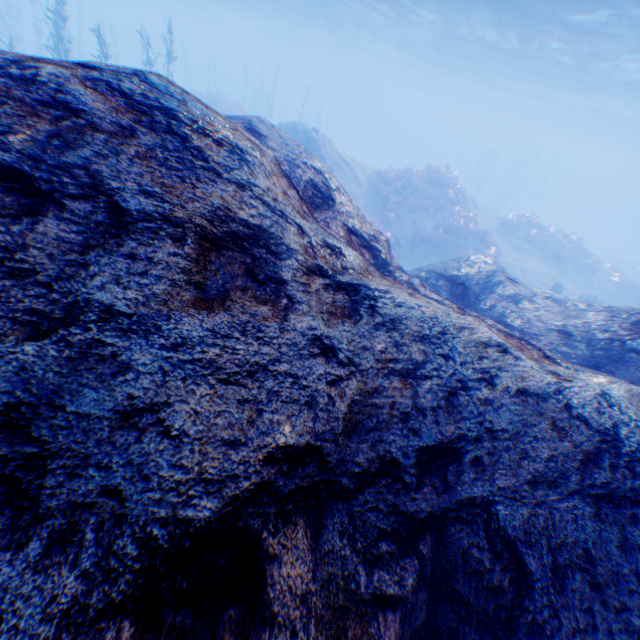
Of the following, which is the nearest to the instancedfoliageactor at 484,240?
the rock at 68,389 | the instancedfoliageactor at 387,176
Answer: the instancedfoliageactor at 387,176

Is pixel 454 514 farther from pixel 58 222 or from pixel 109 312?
pixel 58 222

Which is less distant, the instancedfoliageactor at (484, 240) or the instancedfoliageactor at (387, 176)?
the instancedfoliageactor at (484, 240)

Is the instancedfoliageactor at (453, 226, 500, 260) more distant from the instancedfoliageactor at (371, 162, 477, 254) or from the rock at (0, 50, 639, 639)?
the rock at (0, 50, 639, 639)

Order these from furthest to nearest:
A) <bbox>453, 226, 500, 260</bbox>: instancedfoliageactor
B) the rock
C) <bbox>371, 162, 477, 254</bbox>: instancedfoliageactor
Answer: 1. <bbox>371, 162, 477, 254</bbox>: instancedfoliageactor
2. <bbox>453, 226, 500, 260</bbox>: instancedfoliageactor
3. the rock

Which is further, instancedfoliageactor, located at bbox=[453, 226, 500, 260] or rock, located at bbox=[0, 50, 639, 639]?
instancedfoliageactor, located at bbox=[453, 226, 500, 260]

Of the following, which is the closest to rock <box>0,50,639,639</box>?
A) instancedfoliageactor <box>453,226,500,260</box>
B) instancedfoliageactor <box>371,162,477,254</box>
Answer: instancedfoliageactor <box>371,162,477,254</box>
